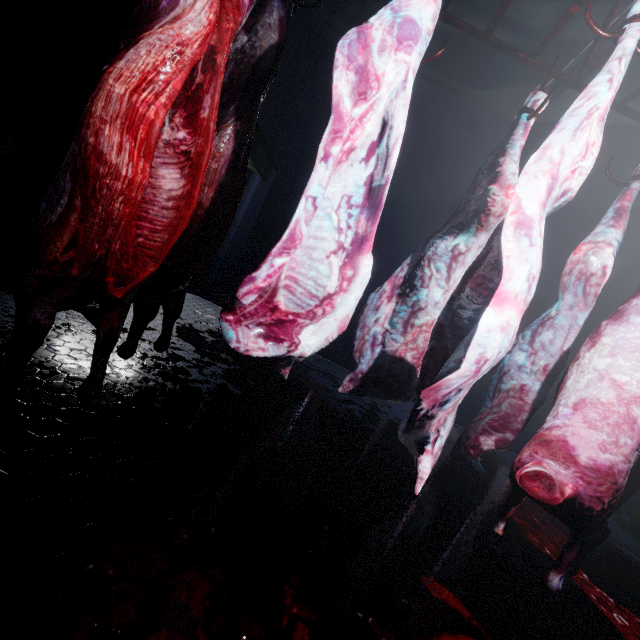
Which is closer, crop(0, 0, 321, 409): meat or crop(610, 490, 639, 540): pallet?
crop(0, 0, 321, 409): meat

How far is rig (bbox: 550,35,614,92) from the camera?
1.4 meters

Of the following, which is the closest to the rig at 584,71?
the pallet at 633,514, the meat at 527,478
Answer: the meat at 527,478

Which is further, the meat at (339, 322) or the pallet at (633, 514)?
the pallet at (633, 514)

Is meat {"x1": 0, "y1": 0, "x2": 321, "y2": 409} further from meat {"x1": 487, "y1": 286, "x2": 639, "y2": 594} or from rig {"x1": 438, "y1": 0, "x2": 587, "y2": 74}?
meat {"x1": 487, "y1": 286, "x2": 639, "y2": 594}

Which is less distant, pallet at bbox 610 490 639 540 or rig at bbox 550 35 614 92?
rig at bbox 550 35 614 92

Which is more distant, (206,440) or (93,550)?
(206,440)
